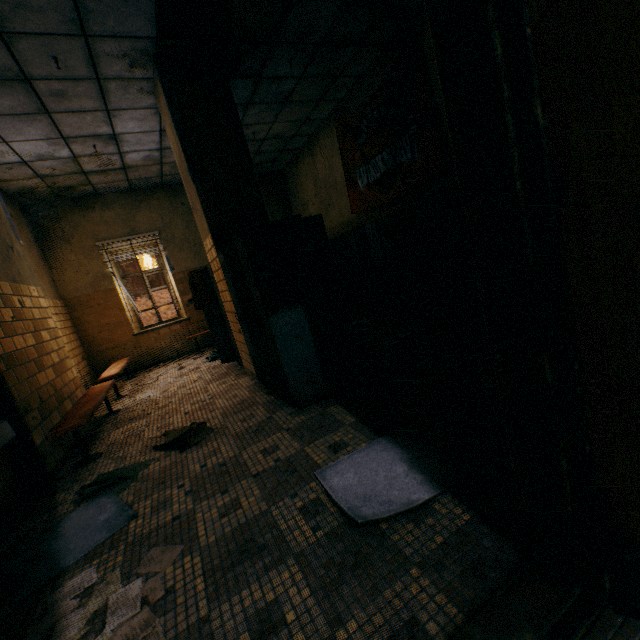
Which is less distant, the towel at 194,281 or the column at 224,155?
the column at 224,155

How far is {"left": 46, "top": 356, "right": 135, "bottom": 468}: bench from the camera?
3.1 meters

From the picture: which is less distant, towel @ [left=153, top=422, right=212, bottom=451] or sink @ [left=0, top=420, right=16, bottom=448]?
sink @ [left=0, top=420, right=16, bottom=448]

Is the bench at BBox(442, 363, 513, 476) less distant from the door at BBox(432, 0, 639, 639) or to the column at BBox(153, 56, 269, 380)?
the door at BBox(432, 0, 639, 639)

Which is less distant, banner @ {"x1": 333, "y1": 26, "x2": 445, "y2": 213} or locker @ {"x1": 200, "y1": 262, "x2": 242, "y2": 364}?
banner @ {"x1": 333, "y1": 26, "x2": 445, "y2": 213}

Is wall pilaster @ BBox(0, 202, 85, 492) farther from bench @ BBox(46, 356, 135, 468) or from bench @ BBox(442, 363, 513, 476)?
bench @ BBox(442, 363, 513, 476)

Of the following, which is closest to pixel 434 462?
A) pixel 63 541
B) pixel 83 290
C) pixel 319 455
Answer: pixel 319 455

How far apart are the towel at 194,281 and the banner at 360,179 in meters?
3.2
